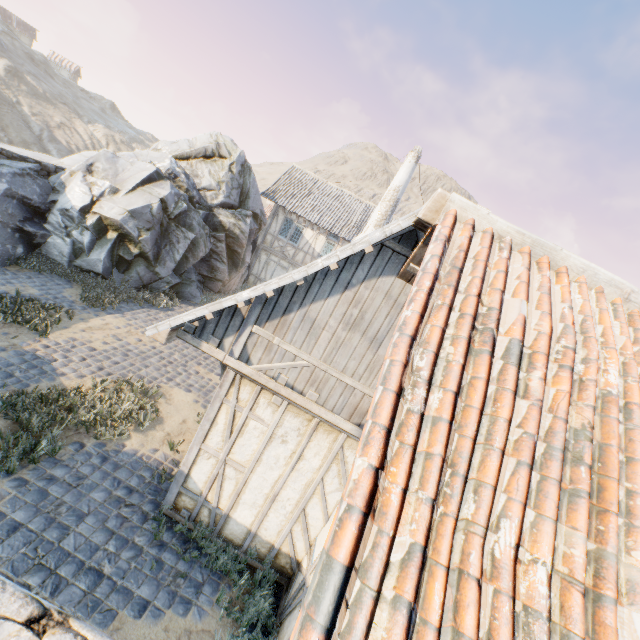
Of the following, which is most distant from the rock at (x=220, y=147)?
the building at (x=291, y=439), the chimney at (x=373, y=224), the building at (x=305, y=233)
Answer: the chimney at (x=373, y=224)

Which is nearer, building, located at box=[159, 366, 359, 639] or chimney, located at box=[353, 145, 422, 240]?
building, located at box=[159, 366, 359, 639]

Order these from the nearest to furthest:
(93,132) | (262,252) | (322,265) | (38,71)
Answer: (322,265)
(262,252)
(93,132)
(38,71)

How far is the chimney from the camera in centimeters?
1825cm

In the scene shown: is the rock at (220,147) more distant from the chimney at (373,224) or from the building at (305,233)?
the chimney at (373,224)

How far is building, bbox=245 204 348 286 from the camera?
20.6 meters

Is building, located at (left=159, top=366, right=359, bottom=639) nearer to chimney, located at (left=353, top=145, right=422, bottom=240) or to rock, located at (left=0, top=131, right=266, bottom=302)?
rock, located at (left=0, top=131, right=266, bottom=302)

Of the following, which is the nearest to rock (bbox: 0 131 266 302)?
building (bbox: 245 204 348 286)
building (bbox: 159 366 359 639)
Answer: building (bbox: 245 204 348 286)
